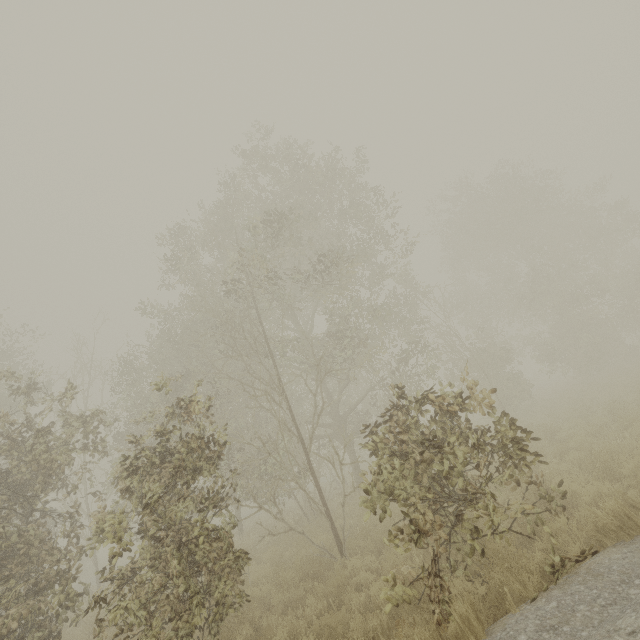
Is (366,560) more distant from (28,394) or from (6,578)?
(28,394)
